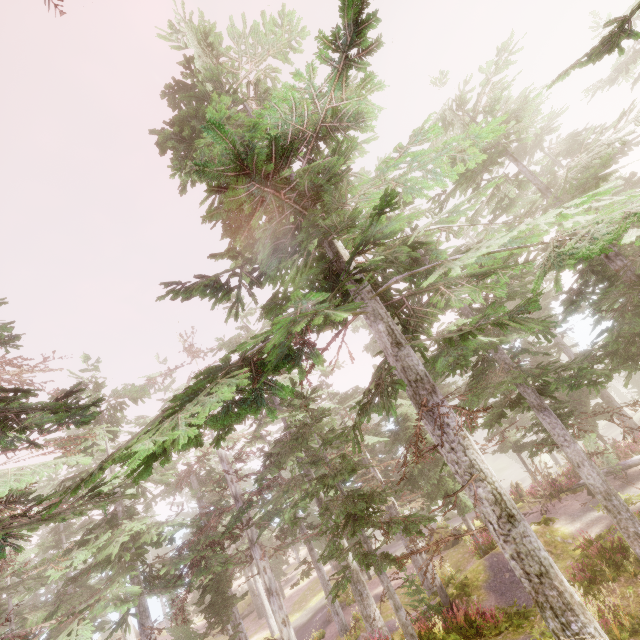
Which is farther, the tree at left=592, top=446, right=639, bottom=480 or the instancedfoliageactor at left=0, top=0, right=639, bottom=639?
the tree at left=592, top=446, right=639, bottom=480

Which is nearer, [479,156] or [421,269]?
[479,156]

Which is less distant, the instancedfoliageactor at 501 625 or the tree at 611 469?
the instancedfoliageactor at 501 625

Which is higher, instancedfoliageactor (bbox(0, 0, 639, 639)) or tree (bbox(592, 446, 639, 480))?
instancedfoliageactor (bbox(0, 0, 639, 639))

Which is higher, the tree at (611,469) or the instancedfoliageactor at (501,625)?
the instancedfoliageactor at (501,625)
